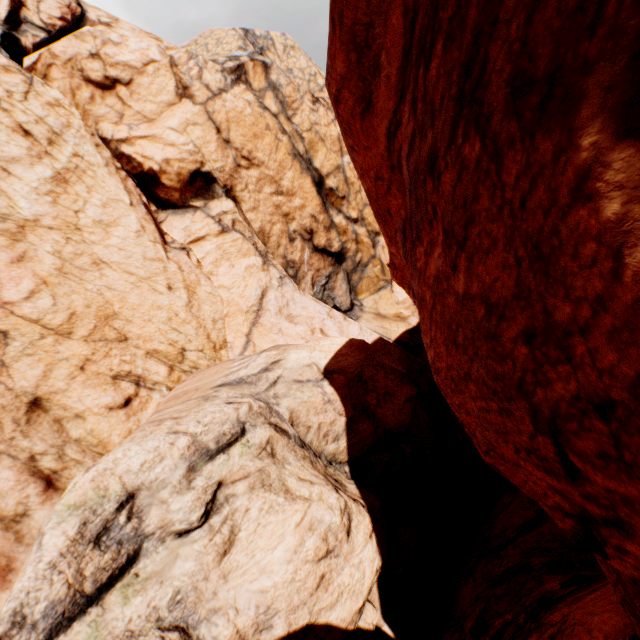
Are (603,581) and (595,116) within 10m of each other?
yes
